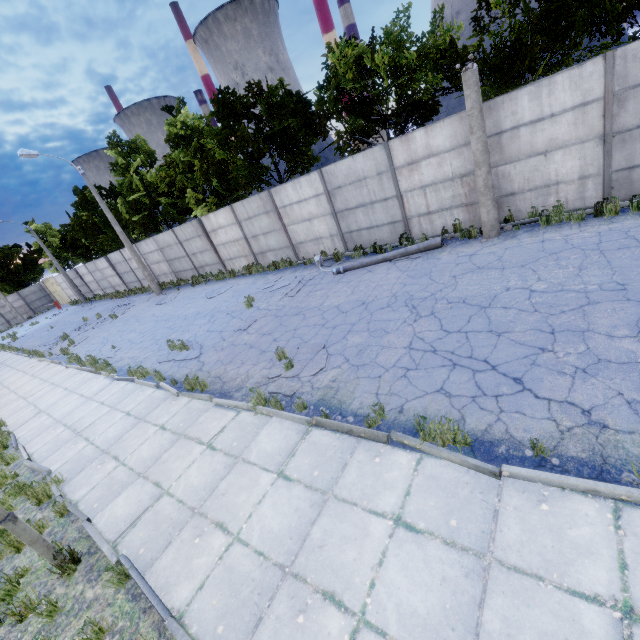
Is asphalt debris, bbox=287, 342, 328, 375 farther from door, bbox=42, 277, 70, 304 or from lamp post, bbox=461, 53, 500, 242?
door, bbox=42, 277, 70, 304

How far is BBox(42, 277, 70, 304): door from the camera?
40.77m

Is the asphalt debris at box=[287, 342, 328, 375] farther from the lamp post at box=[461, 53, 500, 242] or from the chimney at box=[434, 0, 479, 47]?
the chimney at box=[434, 0, 479, 47]

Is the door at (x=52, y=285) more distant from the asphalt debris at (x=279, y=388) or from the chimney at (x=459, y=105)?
the chimney at (x=459, y=105)

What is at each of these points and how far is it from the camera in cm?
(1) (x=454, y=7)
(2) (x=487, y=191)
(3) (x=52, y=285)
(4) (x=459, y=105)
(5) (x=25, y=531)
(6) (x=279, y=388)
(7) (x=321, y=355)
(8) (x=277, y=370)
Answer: (1) chimney, 5572
(2) lamp post, 954
(3) door, 4184
(4) chimney, 5856
(5) lamp post, 454
(6) asphalt debris, 709
(7) asphalt debris, 766
(8) asphalt debris, 783

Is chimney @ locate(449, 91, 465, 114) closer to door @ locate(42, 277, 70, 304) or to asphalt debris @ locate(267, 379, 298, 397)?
asphalt debris @ locate(267, 379, 298, 397)

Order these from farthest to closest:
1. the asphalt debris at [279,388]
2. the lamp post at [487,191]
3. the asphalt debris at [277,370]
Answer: the lamp post at [487,191] < the asphalt debris at [277,370] < the asphalt debris at [279,388]

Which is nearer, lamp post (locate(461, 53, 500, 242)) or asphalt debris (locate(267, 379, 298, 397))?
asphalt debris (locate(267, 379, 298, 397))
